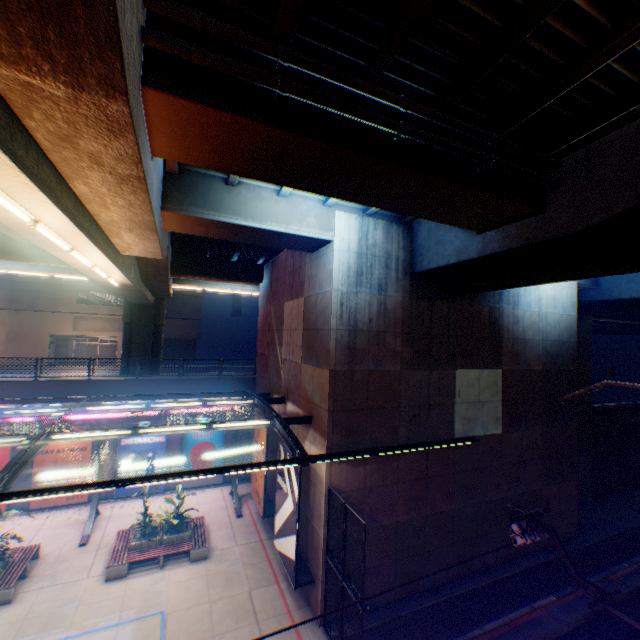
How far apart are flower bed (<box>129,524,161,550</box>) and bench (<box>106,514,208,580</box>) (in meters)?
0.03

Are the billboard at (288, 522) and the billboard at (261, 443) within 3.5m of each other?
yes

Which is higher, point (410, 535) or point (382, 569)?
point (410, 535)

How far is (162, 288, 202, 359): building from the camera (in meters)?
39.41

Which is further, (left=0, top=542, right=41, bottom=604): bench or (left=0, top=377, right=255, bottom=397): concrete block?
(left=0, top=377, right=255, bottom=397): concrete block

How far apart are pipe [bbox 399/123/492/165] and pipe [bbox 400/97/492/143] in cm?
30

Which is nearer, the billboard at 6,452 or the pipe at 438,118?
the pipe at 438,118

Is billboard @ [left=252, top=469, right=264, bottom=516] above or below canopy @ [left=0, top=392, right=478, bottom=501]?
below
